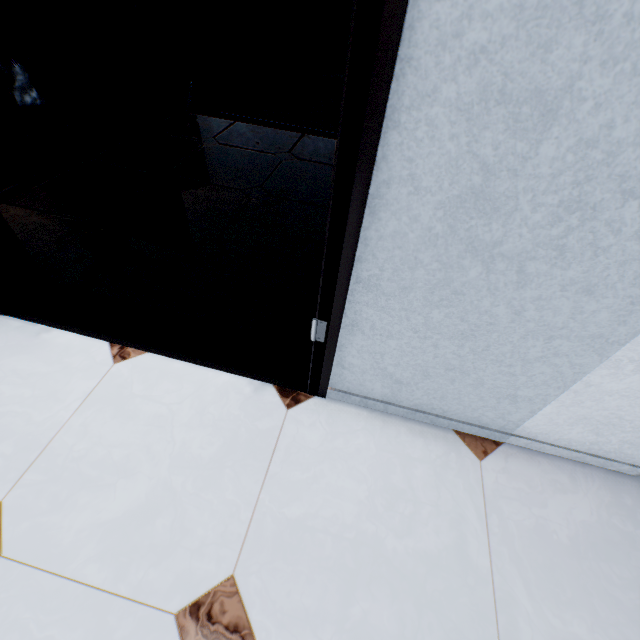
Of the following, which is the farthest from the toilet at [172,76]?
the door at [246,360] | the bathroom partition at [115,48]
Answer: the door at [246,360]

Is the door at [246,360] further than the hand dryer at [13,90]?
No

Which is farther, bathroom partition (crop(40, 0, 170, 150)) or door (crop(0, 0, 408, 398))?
bathroom partition (crop(40, 0, 170, 150))

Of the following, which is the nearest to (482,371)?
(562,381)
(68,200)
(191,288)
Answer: (562,381)

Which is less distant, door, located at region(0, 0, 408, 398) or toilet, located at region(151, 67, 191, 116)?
door, located at region(0, 0, 408, 398)

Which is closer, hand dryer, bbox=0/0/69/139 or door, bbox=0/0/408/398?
door, bbox=0/0/408/398

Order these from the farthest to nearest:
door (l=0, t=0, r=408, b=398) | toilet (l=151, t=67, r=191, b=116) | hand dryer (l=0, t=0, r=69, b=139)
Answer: toilet (l=151, t=67, r=191, b=116) → hand dryer (l=0, t=0, r=69, b=139) → door (l=0, t=0, r=408, b=398)

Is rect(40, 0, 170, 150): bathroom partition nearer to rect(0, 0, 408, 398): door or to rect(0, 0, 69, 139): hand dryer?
rect(0, 0, 69, 139): hand dryer
